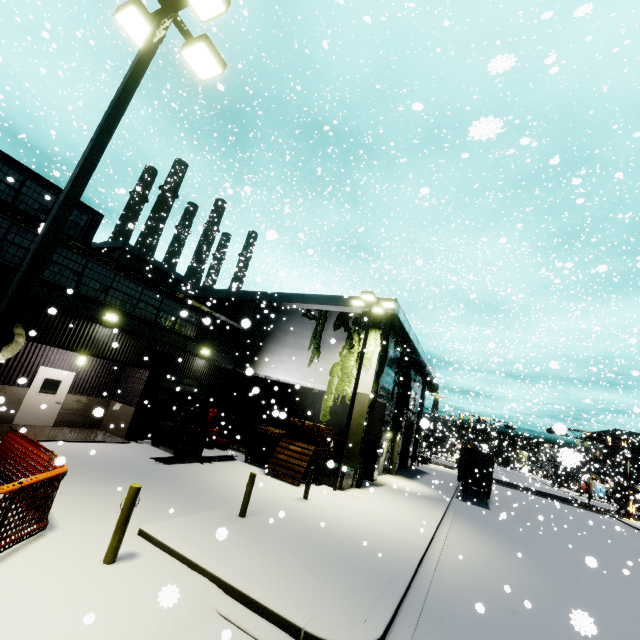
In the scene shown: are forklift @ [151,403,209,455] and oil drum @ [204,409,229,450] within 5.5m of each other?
yes

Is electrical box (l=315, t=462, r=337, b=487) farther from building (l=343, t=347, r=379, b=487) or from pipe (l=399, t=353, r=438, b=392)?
pipe (l=399, t=353, r=438, b=392)

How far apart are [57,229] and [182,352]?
14.3m

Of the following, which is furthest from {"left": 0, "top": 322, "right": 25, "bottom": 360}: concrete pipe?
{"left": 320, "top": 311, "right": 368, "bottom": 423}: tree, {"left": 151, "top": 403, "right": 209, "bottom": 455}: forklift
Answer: {"left": 151, "top": 403, "right": 209, "bottom": 455}: forklift

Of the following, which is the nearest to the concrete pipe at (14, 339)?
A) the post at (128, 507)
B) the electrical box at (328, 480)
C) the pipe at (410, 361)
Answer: the post at (128, 507)

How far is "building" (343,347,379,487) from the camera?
17.2m

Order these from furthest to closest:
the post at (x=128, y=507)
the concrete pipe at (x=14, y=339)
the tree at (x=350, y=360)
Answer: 1. the tree at (x=350, y=360)
2. the concrete pipe at (x=14, y=339)
3. the post at (x=128, y=507)

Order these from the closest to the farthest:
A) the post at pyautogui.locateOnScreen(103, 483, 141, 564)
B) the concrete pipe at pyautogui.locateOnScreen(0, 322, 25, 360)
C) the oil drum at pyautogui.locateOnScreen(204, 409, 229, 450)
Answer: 1. the post at pyautogui.locateOnScreen(103, 483, 141, 564)
2. the concrete pipe at pyautogui.locateOnScreen(0, 322, 25, 360)
3. the oil drum at pyautogui.locateOnScreen(204, 409, 229, 450)
